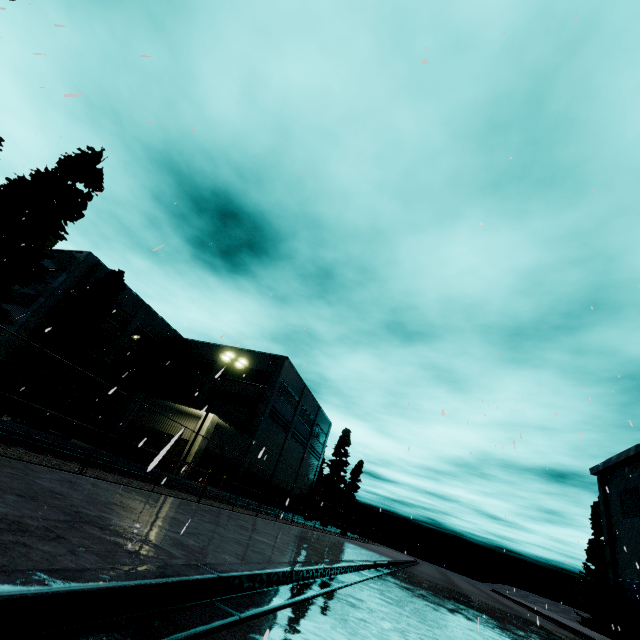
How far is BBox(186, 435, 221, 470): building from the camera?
25.2m

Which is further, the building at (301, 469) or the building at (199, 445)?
the building at (301, 469)

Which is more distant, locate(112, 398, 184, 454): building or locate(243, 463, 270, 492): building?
locate(243, 463, 270, 492): building

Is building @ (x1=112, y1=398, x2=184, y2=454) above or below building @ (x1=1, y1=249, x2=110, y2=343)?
below

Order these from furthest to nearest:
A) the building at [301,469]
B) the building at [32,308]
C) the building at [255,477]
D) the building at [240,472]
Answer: the building at [255,477]
the building at [301,469]
the building at [240,472]
the building at [32,308]

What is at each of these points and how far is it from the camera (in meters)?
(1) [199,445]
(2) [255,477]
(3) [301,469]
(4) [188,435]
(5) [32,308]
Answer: (1) building, 25.56
(2) building, 35.03
(3) building, 46.31
(4) building, 26.38
(5) building, 28.08

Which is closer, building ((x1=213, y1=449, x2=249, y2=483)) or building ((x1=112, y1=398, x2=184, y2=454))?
building ((x1=112, y1=398, x2=184, y2=454))

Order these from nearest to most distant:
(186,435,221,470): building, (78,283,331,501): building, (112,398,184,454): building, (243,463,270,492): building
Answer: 1. (186,435,221,470): building
2. (112,398,184,454): building
3. (78,283,331,501): building
4. (243,463,270,492): building
